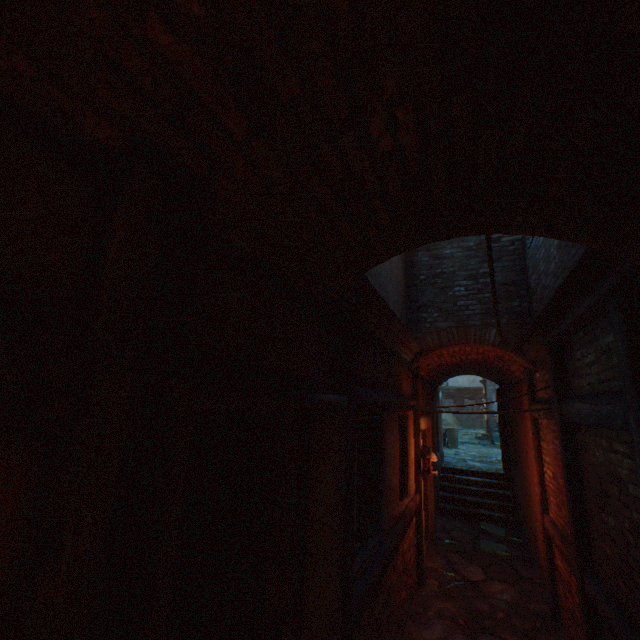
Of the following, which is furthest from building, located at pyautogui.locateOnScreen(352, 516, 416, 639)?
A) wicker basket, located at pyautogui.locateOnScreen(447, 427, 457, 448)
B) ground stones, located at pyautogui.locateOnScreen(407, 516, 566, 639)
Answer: wicker basket, located at pyautogui.locateOnScreen(447, 427, 457, 448)

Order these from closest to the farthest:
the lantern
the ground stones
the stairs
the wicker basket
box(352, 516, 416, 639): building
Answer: the lantern
box(352, 516, 416, 639): building
the ground stones
the stairs
the wicker basket

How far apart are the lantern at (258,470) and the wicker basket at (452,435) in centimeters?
1519cm

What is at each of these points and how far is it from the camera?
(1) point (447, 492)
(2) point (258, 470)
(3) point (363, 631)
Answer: (1) stairs, 9.8 meters
(2) lantern, 2.5 meters
(3) building, 2.9 meters

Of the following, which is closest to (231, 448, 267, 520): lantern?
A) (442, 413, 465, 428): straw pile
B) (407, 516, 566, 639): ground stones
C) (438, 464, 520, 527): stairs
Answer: (407, 516, 566, 639): ground stones

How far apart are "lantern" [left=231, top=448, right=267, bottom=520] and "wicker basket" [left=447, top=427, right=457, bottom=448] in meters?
15.2 m

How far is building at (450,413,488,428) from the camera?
29.7 meters

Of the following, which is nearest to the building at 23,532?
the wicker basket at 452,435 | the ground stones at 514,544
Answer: the ground stones at 514,544
